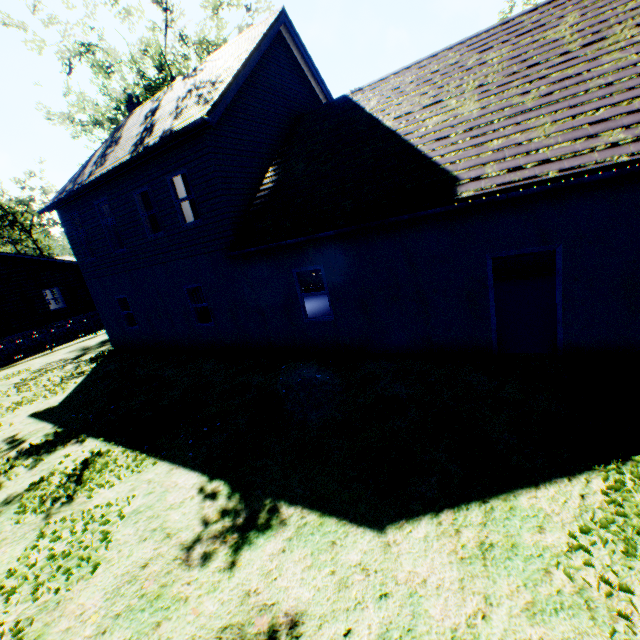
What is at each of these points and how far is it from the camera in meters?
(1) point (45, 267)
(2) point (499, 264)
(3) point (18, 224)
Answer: (1) flat, 23.5
(2) garage door, 13.2
(3) tree, 50.8

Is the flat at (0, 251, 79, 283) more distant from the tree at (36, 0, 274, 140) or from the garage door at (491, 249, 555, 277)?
the garage door at (491, 249, 555, 277)

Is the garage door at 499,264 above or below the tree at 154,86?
below

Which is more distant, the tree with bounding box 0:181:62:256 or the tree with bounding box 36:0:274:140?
the tree with bounding box 0:181:62:256

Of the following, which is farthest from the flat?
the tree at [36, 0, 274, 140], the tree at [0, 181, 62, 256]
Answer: the tree at [0, 181, 62, 256]

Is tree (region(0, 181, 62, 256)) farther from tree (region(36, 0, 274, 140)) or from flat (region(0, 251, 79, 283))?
tree (region(36, 0, 274, 140))

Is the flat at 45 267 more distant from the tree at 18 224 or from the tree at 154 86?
the tree at 18 224

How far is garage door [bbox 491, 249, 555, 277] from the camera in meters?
12.4
